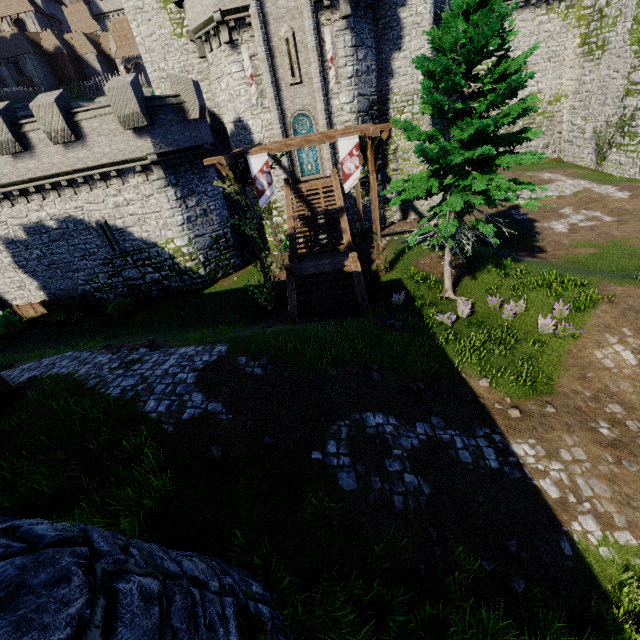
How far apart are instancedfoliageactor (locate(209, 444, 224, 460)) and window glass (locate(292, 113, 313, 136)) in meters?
20.3

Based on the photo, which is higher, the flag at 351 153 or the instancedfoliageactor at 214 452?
the flag at 351 153

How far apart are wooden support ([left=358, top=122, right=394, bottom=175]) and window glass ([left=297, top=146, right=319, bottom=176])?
8.7m

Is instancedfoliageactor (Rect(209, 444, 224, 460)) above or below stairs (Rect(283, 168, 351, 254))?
below

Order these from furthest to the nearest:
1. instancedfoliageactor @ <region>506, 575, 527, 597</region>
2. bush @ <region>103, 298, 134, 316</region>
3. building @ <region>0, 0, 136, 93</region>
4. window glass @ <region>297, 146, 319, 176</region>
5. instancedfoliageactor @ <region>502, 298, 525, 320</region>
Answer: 1. building @ <region>0, 0, 136, 93</region>
2. window glass @ <region>297, 146, 319, 176</region>
3. bush @ <region>103, 298, 134, 316</region>
4. instancedfoliageactor @ <region>502, 298, 525, 320</region>
5. instancedfoliageactor @ <region>506, 575, 527, 597</region>

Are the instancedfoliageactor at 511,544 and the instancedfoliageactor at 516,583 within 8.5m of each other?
yes

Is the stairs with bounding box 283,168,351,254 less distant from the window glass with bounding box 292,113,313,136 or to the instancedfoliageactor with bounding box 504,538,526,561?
the window glass with bounding box 292,113,313,136

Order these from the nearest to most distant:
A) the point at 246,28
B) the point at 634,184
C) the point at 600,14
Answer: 1. the point at 246,28
2. the point at 634,184
3. the point at 600,14
